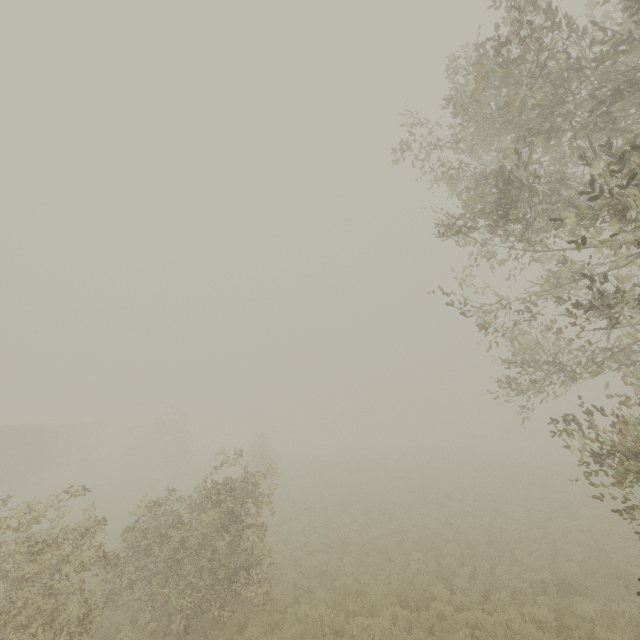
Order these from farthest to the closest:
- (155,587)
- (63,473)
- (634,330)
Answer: (63,473), (155,587), (634,330)
